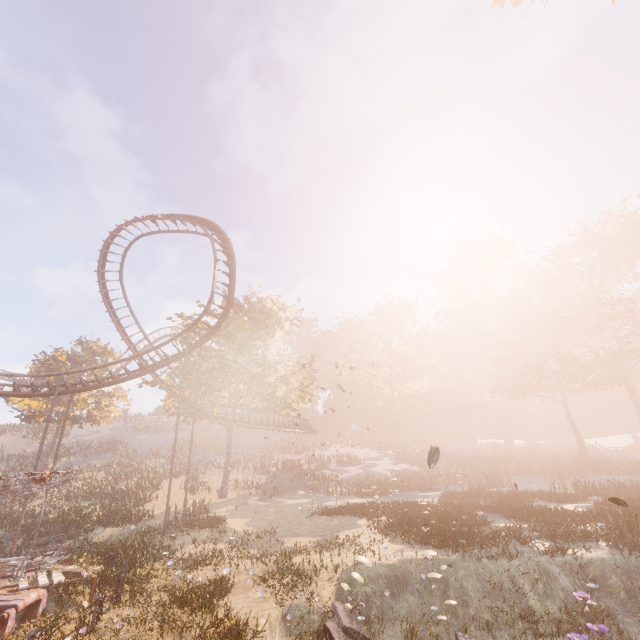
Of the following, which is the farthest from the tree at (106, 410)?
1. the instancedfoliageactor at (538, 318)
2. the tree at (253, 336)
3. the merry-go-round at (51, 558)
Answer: the instancedfoliageactor at (538, 318)

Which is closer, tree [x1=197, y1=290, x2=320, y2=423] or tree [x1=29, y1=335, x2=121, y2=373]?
tree [x1=197, y1=290, x2=320, y2=423]

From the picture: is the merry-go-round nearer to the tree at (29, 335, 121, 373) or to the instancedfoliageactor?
the instancedfoliageactor

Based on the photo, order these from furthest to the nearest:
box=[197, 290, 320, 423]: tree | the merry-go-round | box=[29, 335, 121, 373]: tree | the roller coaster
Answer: box=[29, 335, 121, 373]: tree, box=[197, 290, 320, 423]: tree, the roller coaster, the merry-go-round

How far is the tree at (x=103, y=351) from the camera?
36.50m

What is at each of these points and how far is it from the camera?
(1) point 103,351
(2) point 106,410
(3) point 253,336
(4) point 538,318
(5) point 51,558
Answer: (1) tree, 39.2m
(2) tree, 41.7m
(3) tree, 31.4m
(4) instancedfoliageactor, 45.7m
(5) merry-go-round, 12.7m

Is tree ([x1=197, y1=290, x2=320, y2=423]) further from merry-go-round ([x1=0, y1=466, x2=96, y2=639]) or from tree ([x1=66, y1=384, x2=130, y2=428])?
merry-go-round ([x1=0, y1=466, x2=96, y2=639])

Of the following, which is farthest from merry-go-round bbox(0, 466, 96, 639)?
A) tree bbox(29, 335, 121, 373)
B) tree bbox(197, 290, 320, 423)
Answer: tree bbox(29, 335, 121, 373)
